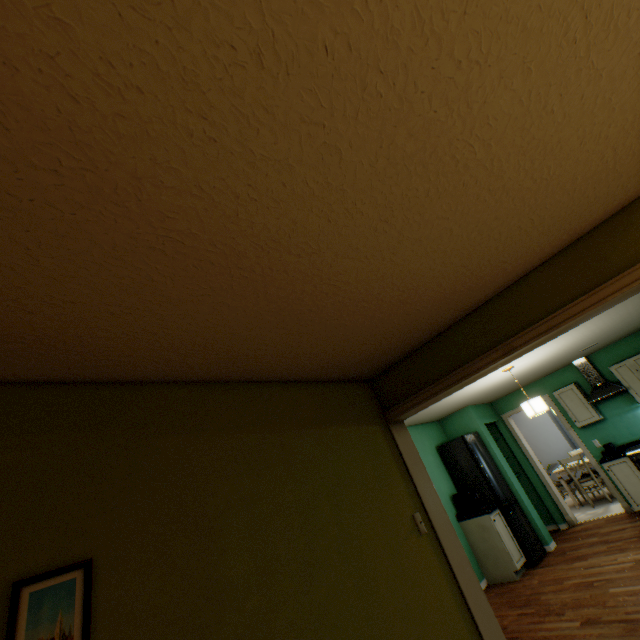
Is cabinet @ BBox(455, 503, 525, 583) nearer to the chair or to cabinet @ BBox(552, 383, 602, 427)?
cabinet @ BBox(552, 383, 602, 427)

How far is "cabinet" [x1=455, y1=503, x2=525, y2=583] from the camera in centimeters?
474cm

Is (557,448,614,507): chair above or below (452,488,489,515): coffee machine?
below

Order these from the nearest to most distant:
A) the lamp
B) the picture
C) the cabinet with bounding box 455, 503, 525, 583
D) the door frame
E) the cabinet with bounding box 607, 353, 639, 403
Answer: the picture < the door frame < the lamp < the cabinet with bounding box 455, 503, 525, 583 < the cabinet with bounding box 607, 353, 639, 403

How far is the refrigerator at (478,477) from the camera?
5.04m

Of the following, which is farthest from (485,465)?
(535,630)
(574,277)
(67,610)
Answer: (67,610)

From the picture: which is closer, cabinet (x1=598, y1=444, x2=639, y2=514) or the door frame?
the door frame

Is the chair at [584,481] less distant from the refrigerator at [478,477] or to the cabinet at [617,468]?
the cabinet at [617,468]
